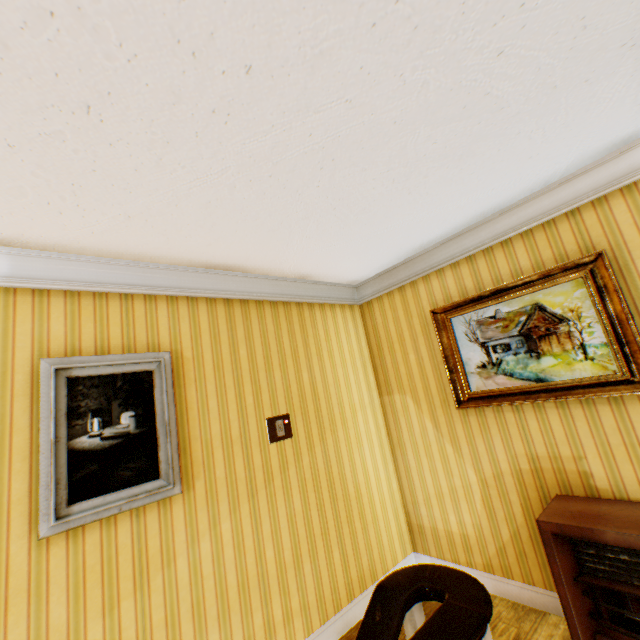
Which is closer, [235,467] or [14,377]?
[14,377]

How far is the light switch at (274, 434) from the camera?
2.8 meters

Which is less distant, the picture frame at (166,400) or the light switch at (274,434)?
the picture frame at (166,400)

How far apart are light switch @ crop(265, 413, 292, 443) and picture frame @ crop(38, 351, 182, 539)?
0.8 meters

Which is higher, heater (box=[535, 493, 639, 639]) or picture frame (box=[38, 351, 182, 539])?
picture frame (box=[38, 351, 182, 539])

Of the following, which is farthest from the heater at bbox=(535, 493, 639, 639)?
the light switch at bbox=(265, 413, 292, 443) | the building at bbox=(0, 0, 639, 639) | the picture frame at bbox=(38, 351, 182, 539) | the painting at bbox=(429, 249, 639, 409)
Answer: the picture frame at bbox=(38, 351, 182, 539)

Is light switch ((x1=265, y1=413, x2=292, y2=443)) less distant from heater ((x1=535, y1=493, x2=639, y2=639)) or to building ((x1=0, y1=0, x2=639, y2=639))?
building ((x1=0, y1=0, x2=639, y2=639))

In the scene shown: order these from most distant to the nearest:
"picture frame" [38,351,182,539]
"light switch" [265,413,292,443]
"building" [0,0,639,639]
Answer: "light switch" [265,413,292,443] → "picture frame" [38,351,182,539] → "building" [0,0,639,639]
